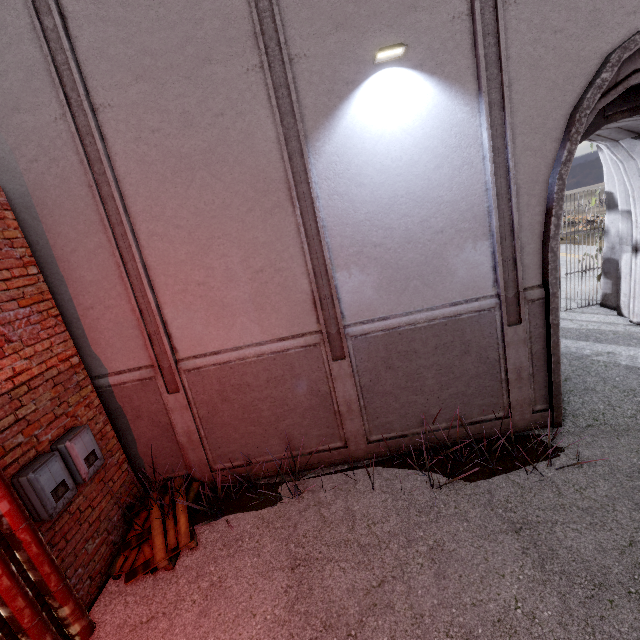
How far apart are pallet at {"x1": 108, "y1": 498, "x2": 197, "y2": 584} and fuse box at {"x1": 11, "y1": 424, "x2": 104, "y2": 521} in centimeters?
108cm

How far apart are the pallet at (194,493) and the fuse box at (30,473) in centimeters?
108cm

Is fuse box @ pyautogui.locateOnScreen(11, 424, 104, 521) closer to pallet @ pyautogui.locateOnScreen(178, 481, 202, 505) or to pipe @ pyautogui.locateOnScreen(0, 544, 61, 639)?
pipe @ pyautogui.locateOnScreen(0, 544, 61, 639)

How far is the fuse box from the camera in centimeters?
329cm

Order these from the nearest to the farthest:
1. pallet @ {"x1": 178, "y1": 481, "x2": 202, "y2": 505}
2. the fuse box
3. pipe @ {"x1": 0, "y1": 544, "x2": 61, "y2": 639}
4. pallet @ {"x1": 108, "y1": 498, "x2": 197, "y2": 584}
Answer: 1. pipe @ {"x1": 0, "y1": 544, "x2": 61, "y2": 639}
2. the fuse box
3. pallet @ {"x1": 108, "y1": 498, "x2": 197, "y2": 584}
4. pallet @ {"x1": 178, "y1": 481, "x2": 202, "y2": 505}

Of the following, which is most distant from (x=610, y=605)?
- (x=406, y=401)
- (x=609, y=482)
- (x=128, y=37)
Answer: (x=128, y=37)

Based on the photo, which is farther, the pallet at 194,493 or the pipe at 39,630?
the pallet at 194,493

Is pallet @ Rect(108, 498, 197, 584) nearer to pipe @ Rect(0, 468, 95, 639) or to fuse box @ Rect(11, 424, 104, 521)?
pipe @ Rect(0, 468, 95, 639)
